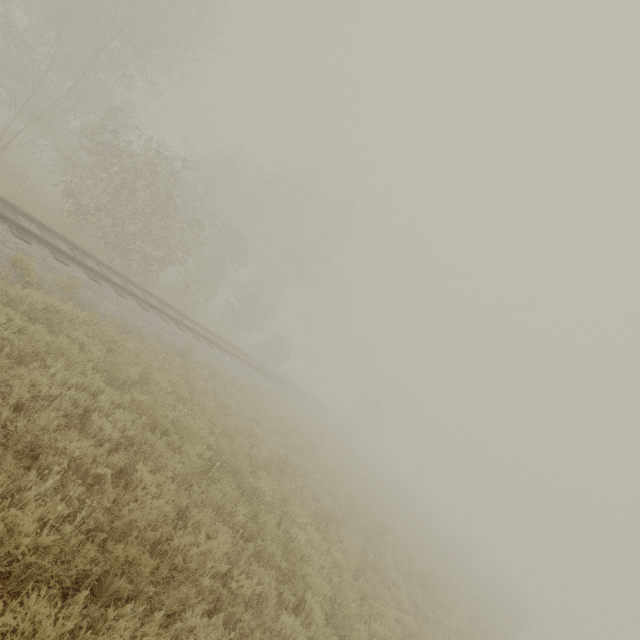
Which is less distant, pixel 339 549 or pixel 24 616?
pixel 24 616

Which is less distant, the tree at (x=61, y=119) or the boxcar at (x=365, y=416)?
the tree at (x=61, y=119)

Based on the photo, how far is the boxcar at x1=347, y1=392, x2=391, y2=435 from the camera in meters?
45.8 m

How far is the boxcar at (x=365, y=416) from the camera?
45.8 meters

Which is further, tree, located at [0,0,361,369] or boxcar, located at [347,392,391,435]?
boxcar, located at [347,392,391,435]
